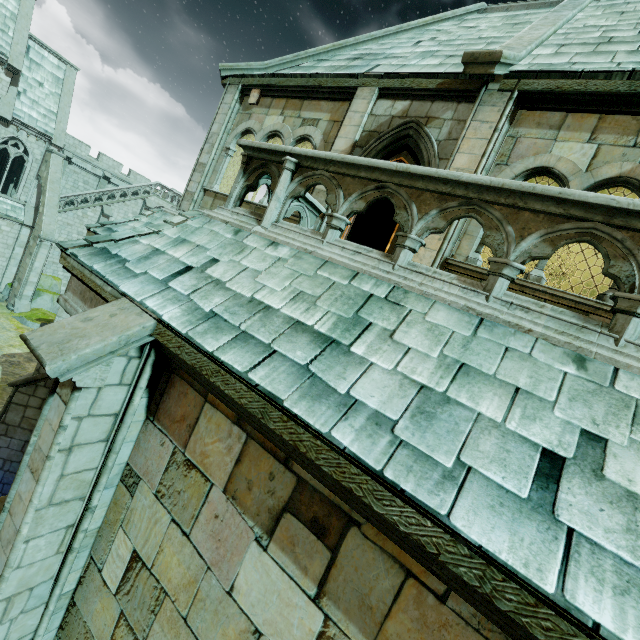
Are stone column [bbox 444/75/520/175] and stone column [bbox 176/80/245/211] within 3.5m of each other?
no

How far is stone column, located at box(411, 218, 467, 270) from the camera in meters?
5.4 m

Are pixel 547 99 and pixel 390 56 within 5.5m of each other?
yes

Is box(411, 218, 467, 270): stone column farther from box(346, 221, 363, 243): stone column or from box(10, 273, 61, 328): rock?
box(10, 273, 61, 328): rock

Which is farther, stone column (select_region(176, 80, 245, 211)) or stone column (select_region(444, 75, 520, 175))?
stone column (select_region(176, 80, 245, 211))

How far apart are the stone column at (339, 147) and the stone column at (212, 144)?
3.5m

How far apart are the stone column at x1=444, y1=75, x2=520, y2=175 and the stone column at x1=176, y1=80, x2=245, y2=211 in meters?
6.2
